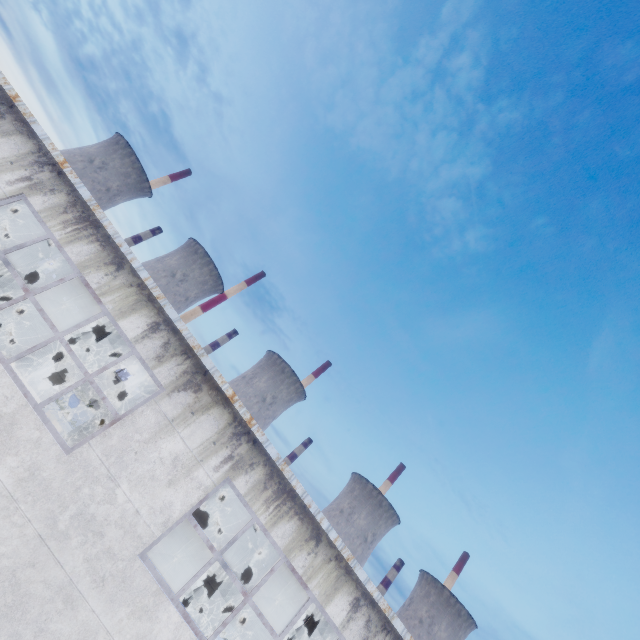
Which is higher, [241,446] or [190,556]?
[241,446]

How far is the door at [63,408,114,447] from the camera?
19.31m

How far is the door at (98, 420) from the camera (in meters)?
19.31
